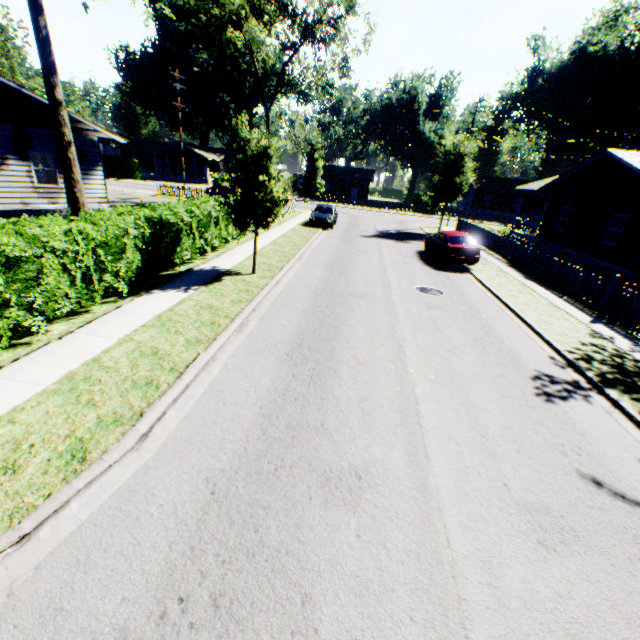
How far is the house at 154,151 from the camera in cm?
5688

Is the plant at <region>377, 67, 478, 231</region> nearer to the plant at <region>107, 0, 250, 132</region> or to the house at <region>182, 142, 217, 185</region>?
the house at <region>182, 142, 217, 185</region>

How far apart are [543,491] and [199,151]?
67.39m

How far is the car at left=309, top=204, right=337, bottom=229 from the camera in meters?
24.5 m

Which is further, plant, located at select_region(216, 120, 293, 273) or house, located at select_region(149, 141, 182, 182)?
house, located at select_region(149, 141, 182, 182)

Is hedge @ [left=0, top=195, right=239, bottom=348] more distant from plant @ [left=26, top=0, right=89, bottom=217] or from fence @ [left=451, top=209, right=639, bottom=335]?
fence @ [left=451, top=209, right=639, bottom=335]

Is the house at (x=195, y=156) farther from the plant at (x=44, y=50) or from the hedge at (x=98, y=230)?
the plant at (x=44, y=50)

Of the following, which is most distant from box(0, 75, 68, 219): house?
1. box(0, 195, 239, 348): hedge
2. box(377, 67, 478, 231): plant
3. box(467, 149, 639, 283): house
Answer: box(467, 149, 639, 283): house
